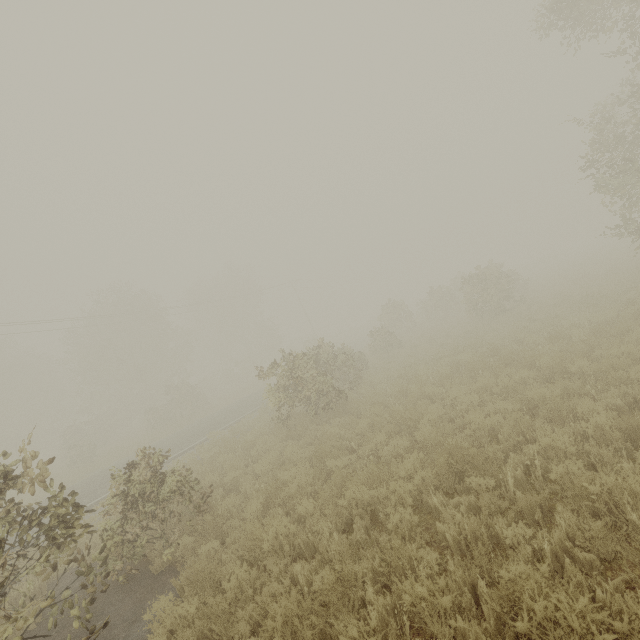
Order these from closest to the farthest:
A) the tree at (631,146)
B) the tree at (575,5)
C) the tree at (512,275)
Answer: the tree at (512,275), the tree at (575,5), the tree at (631,146)

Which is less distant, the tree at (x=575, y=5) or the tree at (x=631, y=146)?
the tree at (x=575, y=5)

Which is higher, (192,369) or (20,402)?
(20,402)

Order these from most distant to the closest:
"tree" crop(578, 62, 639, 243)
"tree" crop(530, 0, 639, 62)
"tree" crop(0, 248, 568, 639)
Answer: "tree" crop(578, 62, 639, 243) → "tree" crop(530, 0, 639, 62) → "tree" crop(0, 248, 568, 639)

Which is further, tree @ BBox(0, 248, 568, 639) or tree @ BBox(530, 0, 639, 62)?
tree @ BBox(530, 0, 639, 62)
